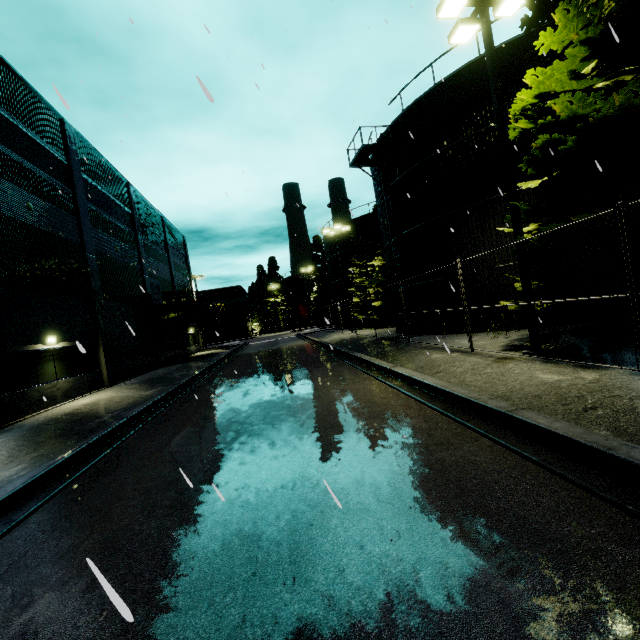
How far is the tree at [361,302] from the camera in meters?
29.8

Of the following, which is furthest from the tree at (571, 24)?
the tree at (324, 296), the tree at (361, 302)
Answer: the tree at (324, 296)

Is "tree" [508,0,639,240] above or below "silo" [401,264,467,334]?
above

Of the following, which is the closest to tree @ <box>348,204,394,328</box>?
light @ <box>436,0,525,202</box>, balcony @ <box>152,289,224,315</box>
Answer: balcony @ <box>152,289,224,315</box>

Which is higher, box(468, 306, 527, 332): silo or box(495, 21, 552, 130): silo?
box(495, 21, 552, 130): silo

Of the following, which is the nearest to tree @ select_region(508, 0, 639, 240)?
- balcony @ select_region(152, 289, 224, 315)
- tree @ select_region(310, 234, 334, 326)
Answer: balcony @ select_region(152, 289, 224, 315)

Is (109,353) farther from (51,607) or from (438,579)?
(438,579)

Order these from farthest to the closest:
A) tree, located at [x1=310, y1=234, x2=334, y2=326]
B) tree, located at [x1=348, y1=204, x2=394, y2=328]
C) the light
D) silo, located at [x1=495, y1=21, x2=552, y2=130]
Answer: tree, located at [x1=310, y1=234, x2=334, y2=326], tree, located at [x1=348, y1=204, x2=394, y2=328], silo, located at [x1=495, y1=21, x2=552, y2=130], the light
